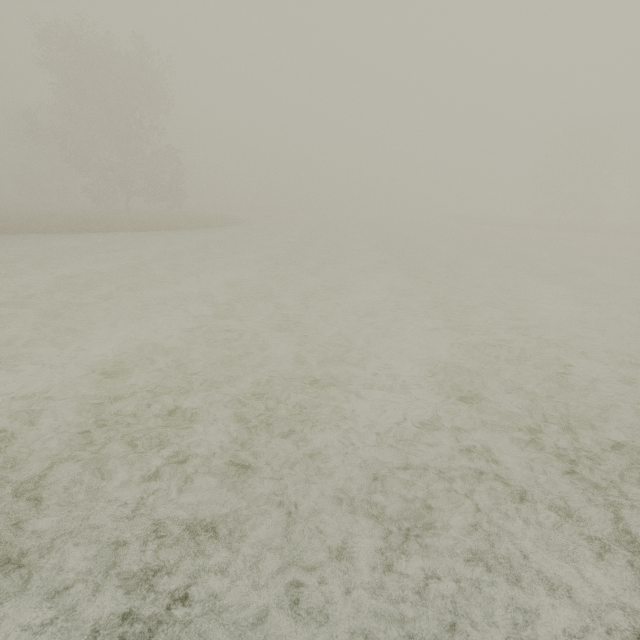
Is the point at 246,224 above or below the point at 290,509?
above
